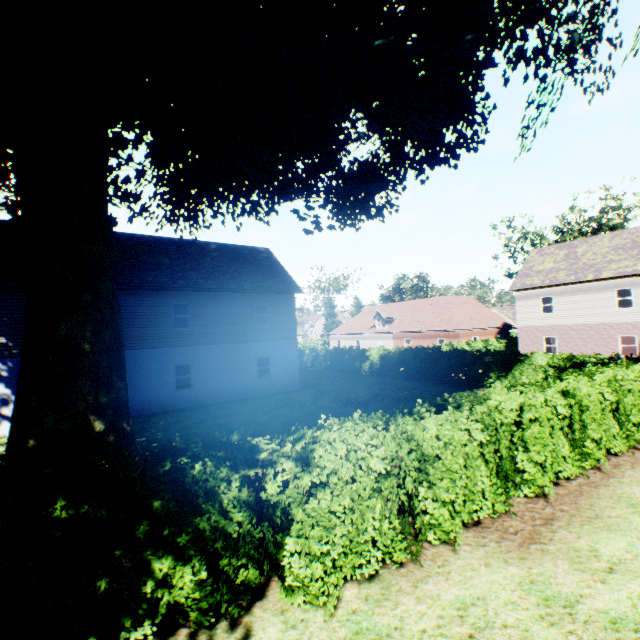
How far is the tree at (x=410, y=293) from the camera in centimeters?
5588cm

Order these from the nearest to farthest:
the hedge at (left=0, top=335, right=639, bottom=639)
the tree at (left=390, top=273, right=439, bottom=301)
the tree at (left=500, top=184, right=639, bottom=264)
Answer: Answer:
1. the hedge at (left=0, top=335, right=639, bottom=639)
2. the tree at (left=500, top=184, right=639, bottom=264)
3. the tree at (left=390, top=273, right=439, bottom=301)

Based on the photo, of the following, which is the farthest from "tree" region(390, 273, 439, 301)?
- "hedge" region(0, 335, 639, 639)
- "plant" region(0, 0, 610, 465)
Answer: "plant" region(0, 0, 610, 465)

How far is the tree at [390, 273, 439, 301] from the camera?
55.9m

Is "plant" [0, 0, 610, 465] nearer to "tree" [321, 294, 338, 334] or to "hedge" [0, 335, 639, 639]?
"tree" [321, 294, 338, 334]

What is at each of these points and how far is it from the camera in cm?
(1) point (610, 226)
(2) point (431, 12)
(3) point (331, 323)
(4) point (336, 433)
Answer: (1) tree, 3738
(2) plant, 672
(3) tree, 5816
(4) hedge, 585

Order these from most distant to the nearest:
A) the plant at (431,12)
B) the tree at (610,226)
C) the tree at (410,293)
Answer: the tree at (410,293)
the tree at (610,226)
the plant at (431,12)
